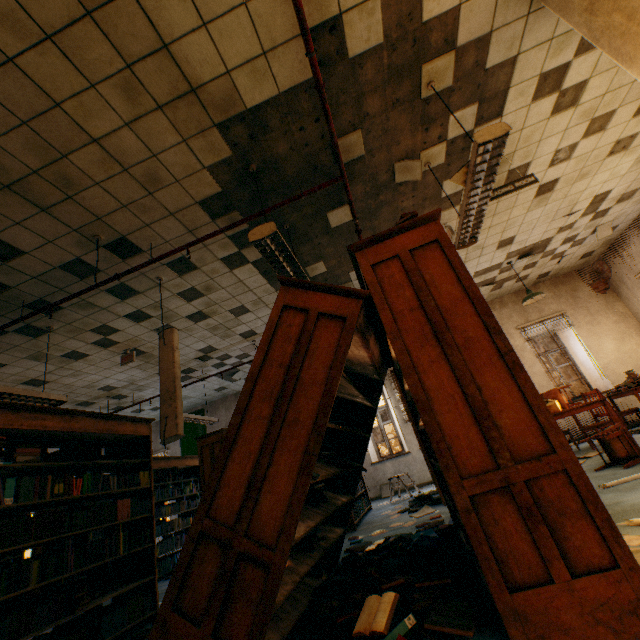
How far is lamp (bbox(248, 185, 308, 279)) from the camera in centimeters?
279cm

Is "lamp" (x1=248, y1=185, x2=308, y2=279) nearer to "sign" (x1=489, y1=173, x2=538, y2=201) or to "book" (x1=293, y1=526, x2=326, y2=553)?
"book" (x1=293, y1=526, x2=326, y2=553)

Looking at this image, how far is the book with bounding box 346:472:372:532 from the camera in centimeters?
512cm

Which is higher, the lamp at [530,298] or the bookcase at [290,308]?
the lamp at [530,298]

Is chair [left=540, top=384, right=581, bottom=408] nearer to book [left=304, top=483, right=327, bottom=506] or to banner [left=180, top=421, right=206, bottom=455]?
book [left=304, top=483, right=327, bottom=506]

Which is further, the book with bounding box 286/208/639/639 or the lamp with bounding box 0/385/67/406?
the lamp with bounding box 0/385/67/406

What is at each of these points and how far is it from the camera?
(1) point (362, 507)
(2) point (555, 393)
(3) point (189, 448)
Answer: (1) book, 6.14m
(2) chair, 6.02m
(3) banner, 10.16m

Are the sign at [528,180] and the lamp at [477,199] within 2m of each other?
yes
